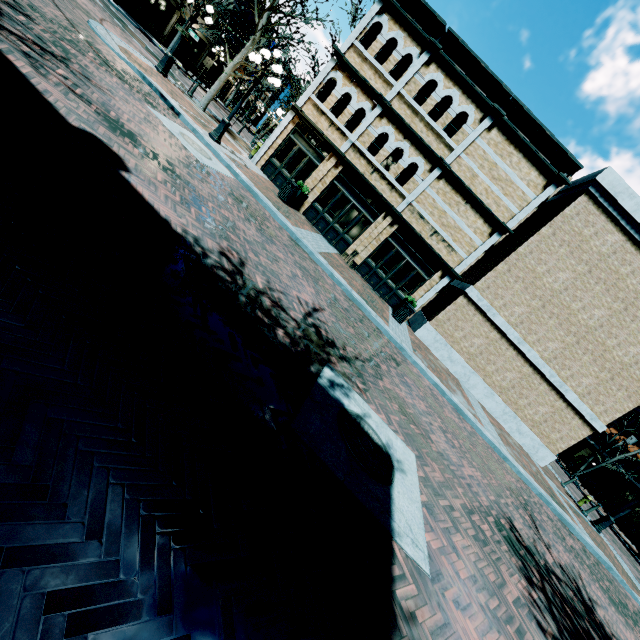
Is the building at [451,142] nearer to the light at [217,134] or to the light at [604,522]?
the light at [217,134]

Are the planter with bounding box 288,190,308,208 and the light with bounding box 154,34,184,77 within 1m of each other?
no

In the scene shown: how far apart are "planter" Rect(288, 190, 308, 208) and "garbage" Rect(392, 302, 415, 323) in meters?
6.8

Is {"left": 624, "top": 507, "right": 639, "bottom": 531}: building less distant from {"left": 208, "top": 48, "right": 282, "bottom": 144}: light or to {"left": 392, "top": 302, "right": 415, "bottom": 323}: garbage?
{"left": 392, "top": 302, "right": 415, "bottom": 323}: garbage

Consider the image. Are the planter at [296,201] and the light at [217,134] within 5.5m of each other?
yes

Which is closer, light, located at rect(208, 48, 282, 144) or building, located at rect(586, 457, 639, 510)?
light, located at rect(208, 48, 282, 144)

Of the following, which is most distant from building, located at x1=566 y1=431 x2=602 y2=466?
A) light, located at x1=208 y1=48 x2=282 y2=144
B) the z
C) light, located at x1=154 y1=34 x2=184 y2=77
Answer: light, located at x1=154 y1=34 x2=184 y2=77

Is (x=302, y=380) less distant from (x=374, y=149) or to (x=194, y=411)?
(x=194, y=411)
